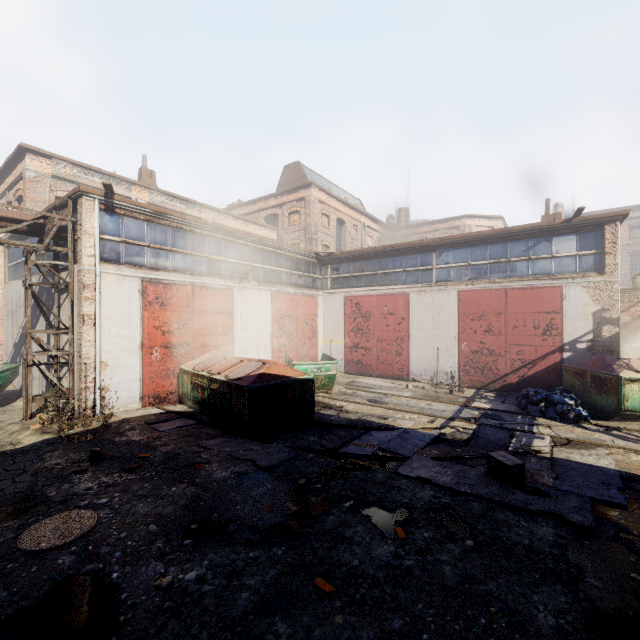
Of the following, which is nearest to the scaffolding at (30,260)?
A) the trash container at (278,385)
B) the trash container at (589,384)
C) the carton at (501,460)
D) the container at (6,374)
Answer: the container at (6,374)

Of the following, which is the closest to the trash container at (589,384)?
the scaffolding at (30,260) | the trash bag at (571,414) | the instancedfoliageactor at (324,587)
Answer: the trash bag at (571,414)

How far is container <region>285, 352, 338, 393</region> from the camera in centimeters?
1173cm

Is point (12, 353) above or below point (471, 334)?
below

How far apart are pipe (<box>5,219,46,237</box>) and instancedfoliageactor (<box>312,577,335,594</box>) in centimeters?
1132cm

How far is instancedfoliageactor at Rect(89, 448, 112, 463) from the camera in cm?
655

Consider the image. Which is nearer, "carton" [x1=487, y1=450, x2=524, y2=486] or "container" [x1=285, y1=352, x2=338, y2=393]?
"carton" [x1=487, y1=450, x2=524, y2=486]

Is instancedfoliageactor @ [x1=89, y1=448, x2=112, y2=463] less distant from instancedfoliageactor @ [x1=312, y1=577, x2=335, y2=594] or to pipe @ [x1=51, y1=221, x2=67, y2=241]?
instancedfoliageactor @ [x1=312, y1=577, x2=335, y2=594]
